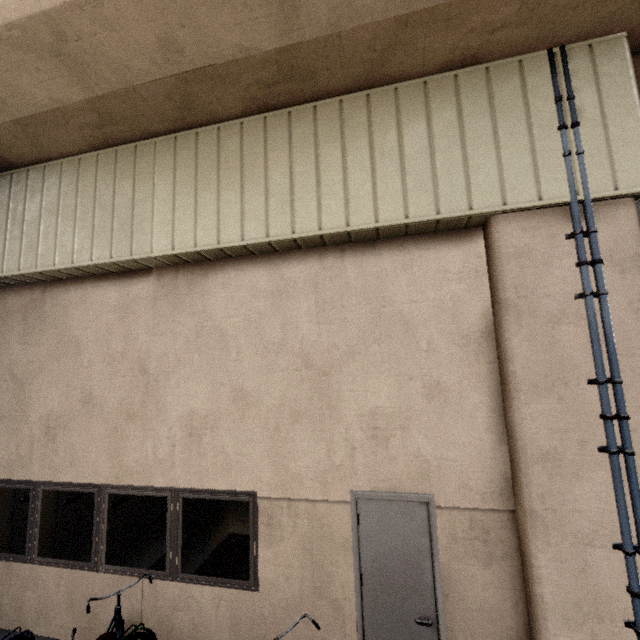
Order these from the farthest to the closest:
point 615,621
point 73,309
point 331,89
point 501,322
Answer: point 73,309 < point 331,89 < point 501,322 < point 615,621

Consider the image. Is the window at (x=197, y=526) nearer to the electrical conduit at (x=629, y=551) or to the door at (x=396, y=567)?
the door at (x=396, y=567)

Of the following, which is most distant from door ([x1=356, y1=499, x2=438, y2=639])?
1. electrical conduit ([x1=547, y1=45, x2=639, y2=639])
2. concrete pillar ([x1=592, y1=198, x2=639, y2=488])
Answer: electrical conduit ([x1=547, y1=45, x2=639, y2=639])

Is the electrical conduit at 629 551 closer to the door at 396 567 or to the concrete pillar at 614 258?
the concrete pillar at 614 258

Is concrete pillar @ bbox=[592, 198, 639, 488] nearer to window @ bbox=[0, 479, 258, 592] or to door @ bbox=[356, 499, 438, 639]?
door @ bbox=[356, 499, 438, 639]

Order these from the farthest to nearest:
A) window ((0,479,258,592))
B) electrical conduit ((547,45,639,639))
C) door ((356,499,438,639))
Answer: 1. window ((0,479,258,592))
2. door ((356,499,438,639))
3. electrical conduit ((547,45,639,639))

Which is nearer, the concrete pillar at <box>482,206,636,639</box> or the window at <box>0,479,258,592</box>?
the concrete pillar at <box>482,206,636,639</box>

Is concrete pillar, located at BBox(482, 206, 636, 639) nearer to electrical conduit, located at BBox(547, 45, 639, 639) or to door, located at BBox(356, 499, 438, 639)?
electrical conduit, located at BBox(547, 45, 639, 639)
